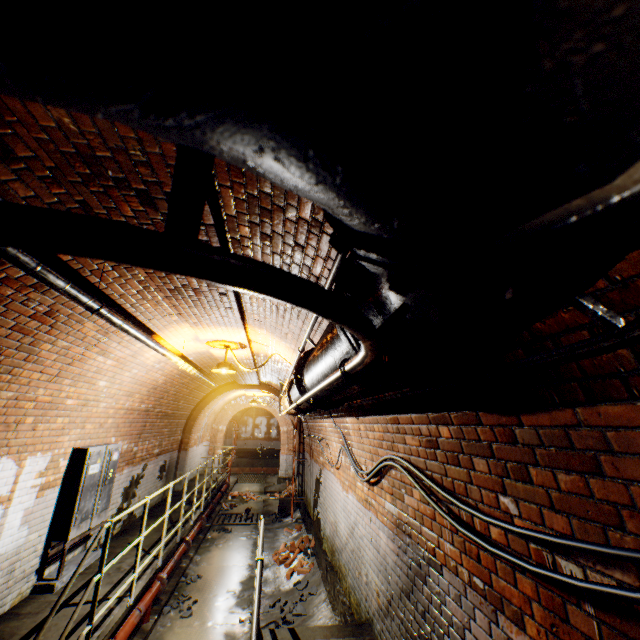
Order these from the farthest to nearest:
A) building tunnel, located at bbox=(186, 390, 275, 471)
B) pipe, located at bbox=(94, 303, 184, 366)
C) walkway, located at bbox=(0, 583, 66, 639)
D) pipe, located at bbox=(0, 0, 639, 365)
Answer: building tunnel, located at bbox=(186, 390, 275, 471)
walkway, located at bbox=(0, 583, 66, 639)
pipe, located at bbox=(94, 303, 184, 366)
pipe, located at bbox=(0, 0, 639, 365)

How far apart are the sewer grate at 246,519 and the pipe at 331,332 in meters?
10.6 m

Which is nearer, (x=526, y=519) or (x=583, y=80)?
(x=583, y=80)

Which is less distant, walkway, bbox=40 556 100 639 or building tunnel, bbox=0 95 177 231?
building tunnel, bbox=0 95 177 231

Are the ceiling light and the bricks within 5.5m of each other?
yes

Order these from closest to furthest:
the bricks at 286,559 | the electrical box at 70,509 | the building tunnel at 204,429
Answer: the electrical box at 70,509 → the bricks at 286,559 → the building tunnel at 204,429

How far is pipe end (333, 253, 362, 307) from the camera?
1.1 meters

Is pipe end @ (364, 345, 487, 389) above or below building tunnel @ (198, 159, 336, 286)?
below
